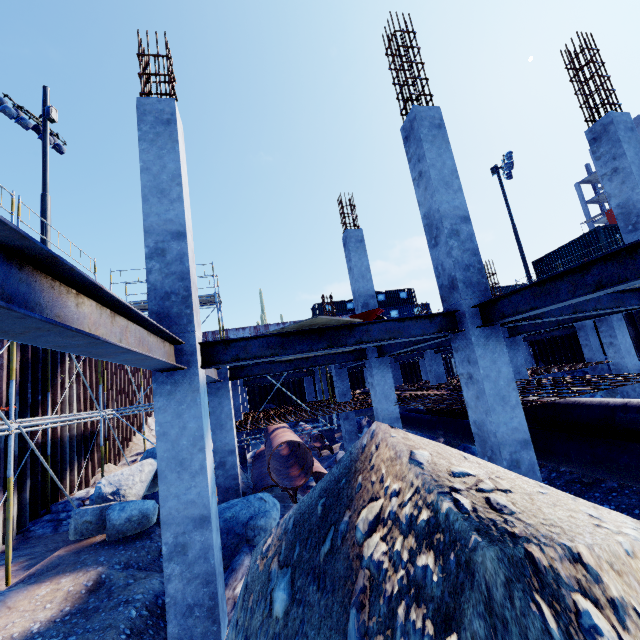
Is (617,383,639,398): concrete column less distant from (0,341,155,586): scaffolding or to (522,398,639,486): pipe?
(522,398,639,486): pipe

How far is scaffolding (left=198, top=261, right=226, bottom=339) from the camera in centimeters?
1277cm

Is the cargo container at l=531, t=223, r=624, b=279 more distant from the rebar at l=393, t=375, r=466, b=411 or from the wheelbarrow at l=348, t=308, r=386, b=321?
the wheelbarrow at l=348, t=308, r=386, b=321

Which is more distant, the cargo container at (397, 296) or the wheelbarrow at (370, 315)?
the cargo container at (397, 296)

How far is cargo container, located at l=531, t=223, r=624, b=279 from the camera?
20.2m

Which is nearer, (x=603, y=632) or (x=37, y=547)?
(x=603, y=632)

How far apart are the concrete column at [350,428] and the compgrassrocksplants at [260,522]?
7.7 meters

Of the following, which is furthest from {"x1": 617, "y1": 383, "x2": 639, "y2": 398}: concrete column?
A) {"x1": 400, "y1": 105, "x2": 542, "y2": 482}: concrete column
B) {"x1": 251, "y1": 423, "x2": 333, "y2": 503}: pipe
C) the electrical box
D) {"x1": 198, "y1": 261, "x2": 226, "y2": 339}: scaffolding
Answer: the electrical box
